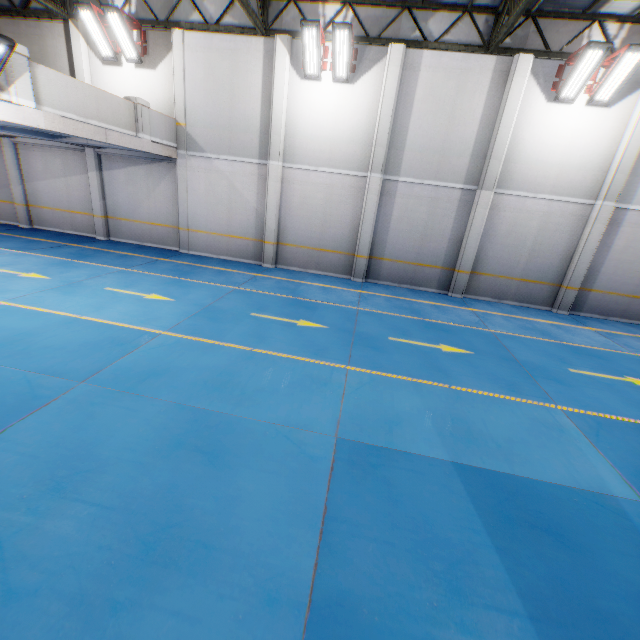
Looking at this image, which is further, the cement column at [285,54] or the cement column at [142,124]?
the cement column at [285,54]

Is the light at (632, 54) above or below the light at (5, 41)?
above

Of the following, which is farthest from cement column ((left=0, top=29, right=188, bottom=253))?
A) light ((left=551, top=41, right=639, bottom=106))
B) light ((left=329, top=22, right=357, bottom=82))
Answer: light ((left=551, top=41, right=639, bottom=106))

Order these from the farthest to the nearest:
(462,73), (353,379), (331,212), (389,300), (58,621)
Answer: (331,212) → (389,300) → (462,73) → (353,379) → (58,621)

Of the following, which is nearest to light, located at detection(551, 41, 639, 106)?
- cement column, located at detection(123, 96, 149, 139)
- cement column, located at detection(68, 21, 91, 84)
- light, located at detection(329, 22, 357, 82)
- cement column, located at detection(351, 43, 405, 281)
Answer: cement column, located at detection(351, 43, 405, 281)

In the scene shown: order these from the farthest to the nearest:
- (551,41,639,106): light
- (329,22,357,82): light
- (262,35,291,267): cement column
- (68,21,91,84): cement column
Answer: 1. (68,21,91,84): cement column
2. (262,35,291,267): cement column
3. (329,22,357,82): light
4. (551,41,639,106): light

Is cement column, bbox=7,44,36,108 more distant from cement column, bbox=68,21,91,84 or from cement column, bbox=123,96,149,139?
cement column, bbox=68,21,91,84

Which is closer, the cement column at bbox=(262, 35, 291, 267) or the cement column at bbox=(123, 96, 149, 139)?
the cement column at bbox=(123, 96, 149, 139)
